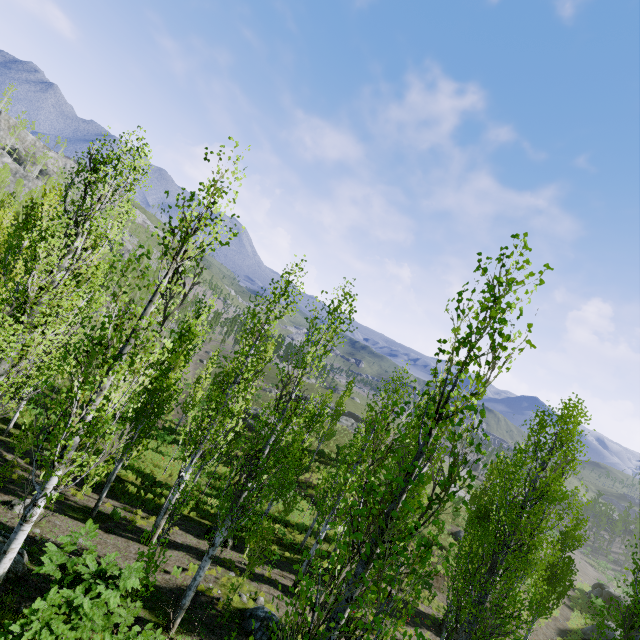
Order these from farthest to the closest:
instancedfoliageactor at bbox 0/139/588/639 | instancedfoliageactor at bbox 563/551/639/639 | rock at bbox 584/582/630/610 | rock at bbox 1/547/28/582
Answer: rock at bbox 584/582/630/610 → instancedfoliageactor at bbox 563/551/639/639 → rock at bbox 1/547/28/582 → instancedfoliageactor at bbox 0/139/588/639

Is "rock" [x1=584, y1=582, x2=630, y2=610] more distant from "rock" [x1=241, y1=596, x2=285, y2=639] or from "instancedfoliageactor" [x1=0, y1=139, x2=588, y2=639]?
"rock" [x1=241, y1=596, x2=285, y2=639]

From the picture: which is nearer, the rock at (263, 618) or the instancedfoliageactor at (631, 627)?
the instancedfoliageactor at (631, 627)

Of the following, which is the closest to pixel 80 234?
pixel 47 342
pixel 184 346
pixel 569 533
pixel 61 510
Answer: pixel 47 342

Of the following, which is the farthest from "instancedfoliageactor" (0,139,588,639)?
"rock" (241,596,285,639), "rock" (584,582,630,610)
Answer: "rock" (584,582,630,610)

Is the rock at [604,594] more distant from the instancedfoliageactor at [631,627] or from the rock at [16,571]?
the rock at [16,571]

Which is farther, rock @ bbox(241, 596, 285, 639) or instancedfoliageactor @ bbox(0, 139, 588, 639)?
rock @ bbox(241, 596, 285, 639)

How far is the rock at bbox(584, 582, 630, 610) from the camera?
34.72m
